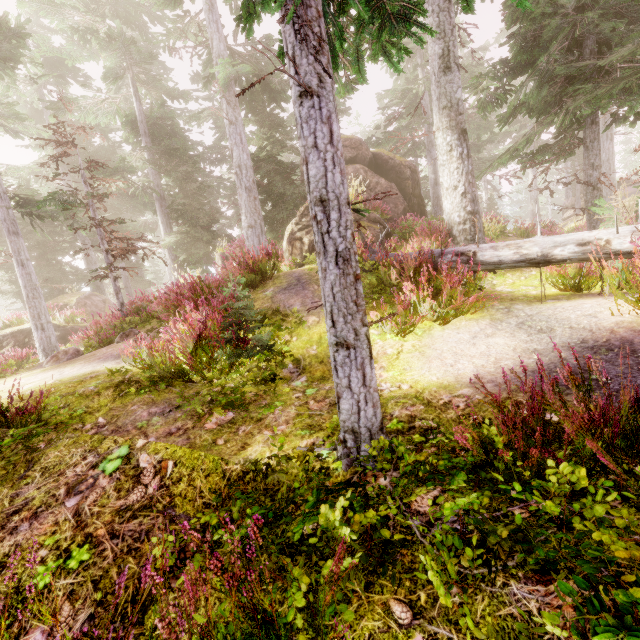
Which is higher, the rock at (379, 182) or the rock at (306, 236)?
the rock at (379, 182)

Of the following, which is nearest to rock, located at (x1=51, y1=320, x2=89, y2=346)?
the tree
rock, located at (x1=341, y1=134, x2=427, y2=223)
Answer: rock, located at (x1=341, y1=134, x2=427, y2=223)

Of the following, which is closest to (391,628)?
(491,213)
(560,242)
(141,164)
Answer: (560,242)

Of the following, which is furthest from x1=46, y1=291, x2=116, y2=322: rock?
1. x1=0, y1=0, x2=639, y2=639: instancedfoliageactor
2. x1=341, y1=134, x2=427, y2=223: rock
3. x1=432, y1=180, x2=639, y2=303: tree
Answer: x1=432, y1=180, x2=639, y2=303: tree

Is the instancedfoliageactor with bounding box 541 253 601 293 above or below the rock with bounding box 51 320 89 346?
above

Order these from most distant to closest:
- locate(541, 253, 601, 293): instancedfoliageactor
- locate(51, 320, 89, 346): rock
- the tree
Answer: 1. locate(51, 320, 89, 346): rock
2. locate(541, 253, 601, 293): instancedfoliageactor
3. the tree

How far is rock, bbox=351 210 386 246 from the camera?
10.38m

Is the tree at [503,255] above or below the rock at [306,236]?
below
